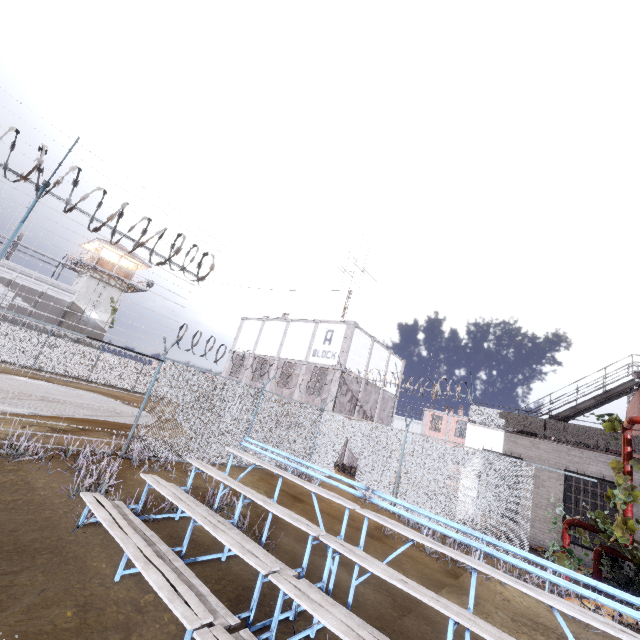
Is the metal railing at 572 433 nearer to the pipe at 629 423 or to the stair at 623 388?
the stair at 623 388

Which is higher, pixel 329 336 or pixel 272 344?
pixel 329 336

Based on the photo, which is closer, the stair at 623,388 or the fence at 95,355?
the fence at 95,355

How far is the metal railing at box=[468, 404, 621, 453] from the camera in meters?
12.5 m

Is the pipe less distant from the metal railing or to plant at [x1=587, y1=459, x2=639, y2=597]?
plant at [x1=587, y1=459, x2=639, y2=597]

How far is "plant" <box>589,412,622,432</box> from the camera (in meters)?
8.56

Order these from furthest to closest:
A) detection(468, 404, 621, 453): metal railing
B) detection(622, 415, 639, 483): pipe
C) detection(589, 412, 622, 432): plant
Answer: detection(468, 404, 621, 453): metal railing
detection(589, 412, 622, 432): plant
detection(622, 415, 639, 483): pipe

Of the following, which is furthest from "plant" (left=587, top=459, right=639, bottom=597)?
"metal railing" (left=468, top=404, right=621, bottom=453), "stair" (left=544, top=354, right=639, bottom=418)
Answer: "stair" (left=544, top=354, right=639, bottom=418)
